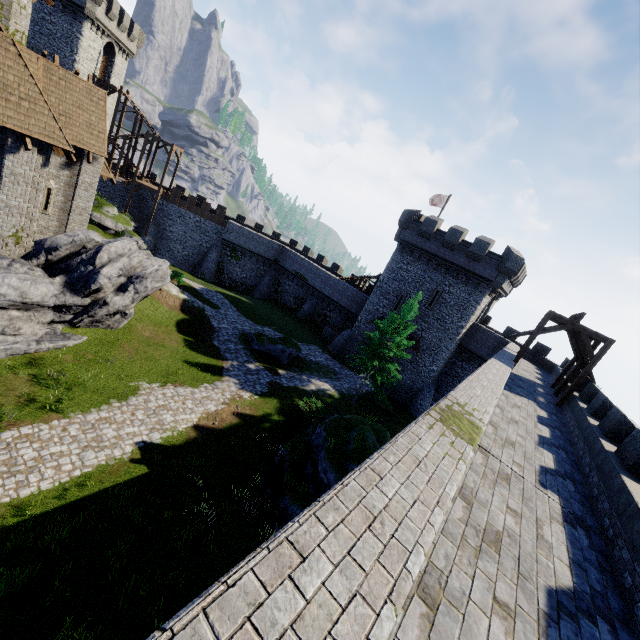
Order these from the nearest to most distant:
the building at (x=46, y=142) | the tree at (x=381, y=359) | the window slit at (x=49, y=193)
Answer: the building at (x=46, y=142), the window slit at (x=49, y=193), the tree at (x=381, y=359)

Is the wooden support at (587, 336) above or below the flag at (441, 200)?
below

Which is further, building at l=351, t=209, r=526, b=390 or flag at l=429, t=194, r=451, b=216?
flag at l=429, t=194, r=451, b=216

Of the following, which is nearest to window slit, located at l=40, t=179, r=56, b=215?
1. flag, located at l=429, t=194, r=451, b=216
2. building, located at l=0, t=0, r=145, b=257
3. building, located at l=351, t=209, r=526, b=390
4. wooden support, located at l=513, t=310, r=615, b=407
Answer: building, located at l=0, t=0, r=145, b=257

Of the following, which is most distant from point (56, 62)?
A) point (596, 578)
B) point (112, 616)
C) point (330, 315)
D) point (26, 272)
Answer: point (330, 315)

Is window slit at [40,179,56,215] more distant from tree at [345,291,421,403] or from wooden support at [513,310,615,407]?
wooden support at [513,310,615,407]

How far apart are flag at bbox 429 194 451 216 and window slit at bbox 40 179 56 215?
33.3m

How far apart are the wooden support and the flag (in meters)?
21.47
